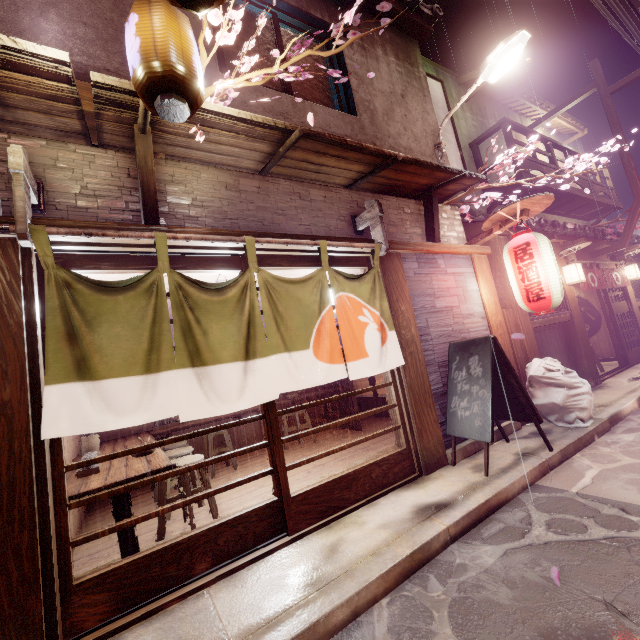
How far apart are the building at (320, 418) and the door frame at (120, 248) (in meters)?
7.35

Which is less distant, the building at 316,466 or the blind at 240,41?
the blind at 240,41

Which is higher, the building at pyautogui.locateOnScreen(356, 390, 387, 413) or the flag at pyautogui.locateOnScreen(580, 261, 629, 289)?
the flag at pyautogui.locateOnScreen(580, 261, 629, 289)

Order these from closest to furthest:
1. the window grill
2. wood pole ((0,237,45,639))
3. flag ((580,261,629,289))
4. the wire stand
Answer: wood pole ((0,237,45,639)), the window grill, flag ((580,261,629,289)), the wire stand

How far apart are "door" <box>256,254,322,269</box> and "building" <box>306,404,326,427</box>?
7.14m

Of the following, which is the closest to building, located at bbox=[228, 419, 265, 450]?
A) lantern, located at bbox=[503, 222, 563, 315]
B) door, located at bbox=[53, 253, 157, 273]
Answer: door, located at bbox=[53, 253, 157, 273]

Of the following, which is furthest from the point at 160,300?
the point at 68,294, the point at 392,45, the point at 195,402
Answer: the point at 392,45

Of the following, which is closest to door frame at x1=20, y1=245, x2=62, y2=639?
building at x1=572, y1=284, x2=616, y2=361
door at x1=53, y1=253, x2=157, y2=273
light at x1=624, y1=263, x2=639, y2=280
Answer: door at x1=53, y1=253, x2=157, y2=273
